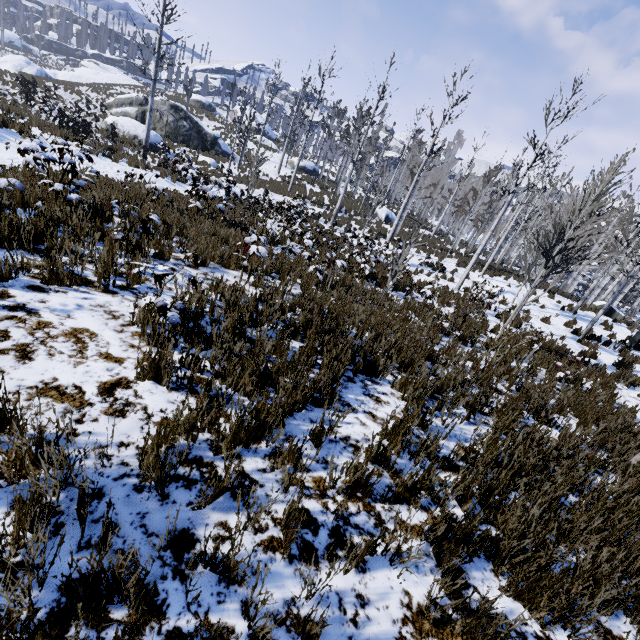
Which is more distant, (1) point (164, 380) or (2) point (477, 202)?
(2) point (477, 202)

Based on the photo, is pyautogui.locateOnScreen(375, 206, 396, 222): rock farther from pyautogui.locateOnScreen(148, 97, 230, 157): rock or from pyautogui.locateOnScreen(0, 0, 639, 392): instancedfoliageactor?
pyautogui.locateOnScreen(148, 97, 230, 157): rock

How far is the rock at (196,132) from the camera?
26.5m

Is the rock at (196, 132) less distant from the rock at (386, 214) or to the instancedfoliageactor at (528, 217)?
the rock at (386, 214)

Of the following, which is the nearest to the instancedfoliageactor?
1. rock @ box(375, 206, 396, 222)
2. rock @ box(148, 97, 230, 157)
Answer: rock @ box(375, 206, 396, 222)

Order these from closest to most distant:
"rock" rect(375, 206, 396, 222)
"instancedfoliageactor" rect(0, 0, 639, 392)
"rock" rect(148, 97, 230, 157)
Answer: "instancedfoliageactor" rect(0, 0, 639, 392) → "rock" rect(148, 97, 230, 157) → "rock" rect(375, 206, 396, 222)
